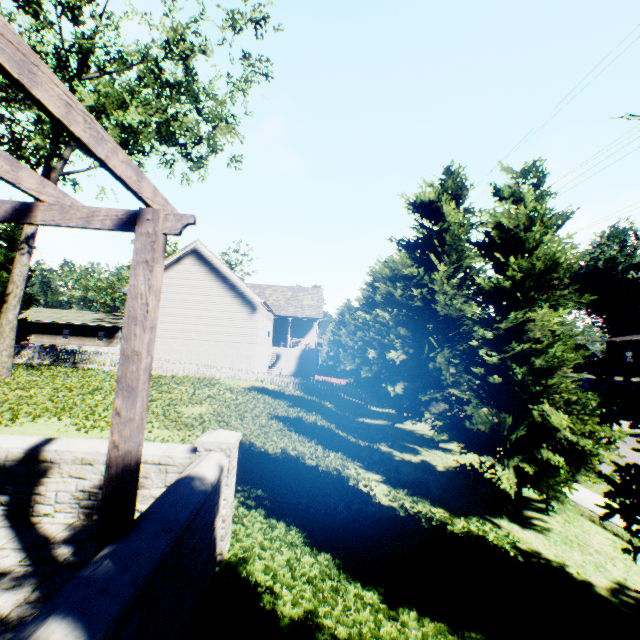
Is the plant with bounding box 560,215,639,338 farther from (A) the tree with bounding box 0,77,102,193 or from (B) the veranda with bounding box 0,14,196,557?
(B) the veranda with bounding box 0,14,196,557

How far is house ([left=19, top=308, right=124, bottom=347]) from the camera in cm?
4638

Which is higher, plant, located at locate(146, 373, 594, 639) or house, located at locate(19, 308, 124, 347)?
house, located at locate(19, 308, 124, 347)

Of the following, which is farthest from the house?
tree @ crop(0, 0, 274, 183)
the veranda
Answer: the veranda

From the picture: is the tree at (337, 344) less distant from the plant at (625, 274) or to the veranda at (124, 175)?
the plant at (625, 274)

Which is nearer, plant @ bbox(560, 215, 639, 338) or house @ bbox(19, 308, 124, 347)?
house @ bbox(19, 308, 124, 347)

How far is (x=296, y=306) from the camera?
36.7 meters

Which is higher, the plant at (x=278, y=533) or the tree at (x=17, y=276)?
the tree at (x=17, y=276)
